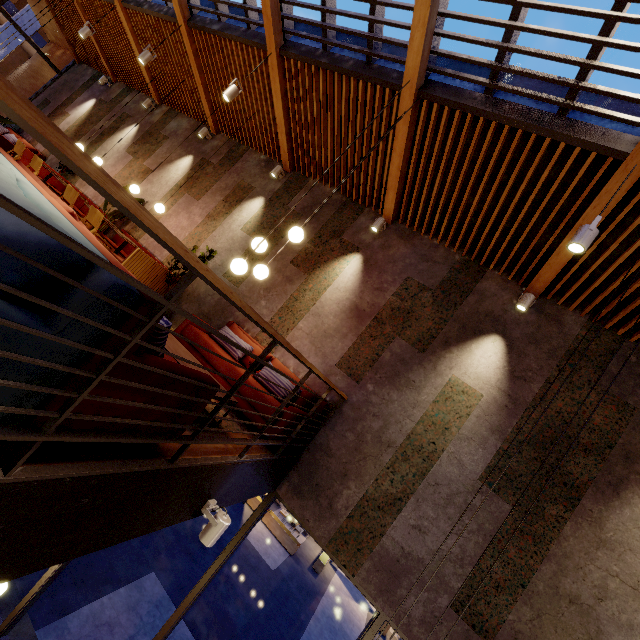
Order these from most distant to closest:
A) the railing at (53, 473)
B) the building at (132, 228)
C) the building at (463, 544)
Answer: the building at (132, 228) → the building at (463, 544) → the railing at (53, 473)

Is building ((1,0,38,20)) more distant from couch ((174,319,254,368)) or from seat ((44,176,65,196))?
couch ((174,319,254,368))

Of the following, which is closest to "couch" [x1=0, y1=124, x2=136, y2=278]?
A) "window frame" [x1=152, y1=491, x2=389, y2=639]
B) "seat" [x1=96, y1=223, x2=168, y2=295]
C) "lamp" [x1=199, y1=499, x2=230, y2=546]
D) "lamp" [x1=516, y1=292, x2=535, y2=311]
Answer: "lamp" [x1=199, y1=499, x2=230, y2=546]

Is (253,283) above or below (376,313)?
below

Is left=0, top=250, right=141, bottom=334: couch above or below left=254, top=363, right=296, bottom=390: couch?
above

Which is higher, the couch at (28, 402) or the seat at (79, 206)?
the seat at (79, 206)

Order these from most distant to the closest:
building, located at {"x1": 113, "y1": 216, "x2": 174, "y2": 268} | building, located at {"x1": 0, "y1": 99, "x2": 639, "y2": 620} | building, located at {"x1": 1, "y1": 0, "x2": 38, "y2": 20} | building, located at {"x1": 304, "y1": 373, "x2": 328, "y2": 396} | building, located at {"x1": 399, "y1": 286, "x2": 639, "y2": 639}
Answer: building, located at {"x1": 1, "y1": 0, "x2": 38, "y2": 20}
building, located at {"x1": 113, "y1": 216, "x2": 174, "y2": 268}
building, located at {"x1": 304, "y1": 373, "x2": 328, "y2": 396}
building, located at {"x1": 399, "y1": 286, "x2": 639, "y2": 639}
building, located at {"x1": 0, "y1": 99, "x2": 639, "y2": 620}

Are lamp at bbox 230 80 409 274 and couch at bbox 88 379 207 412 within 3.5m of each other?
yes
